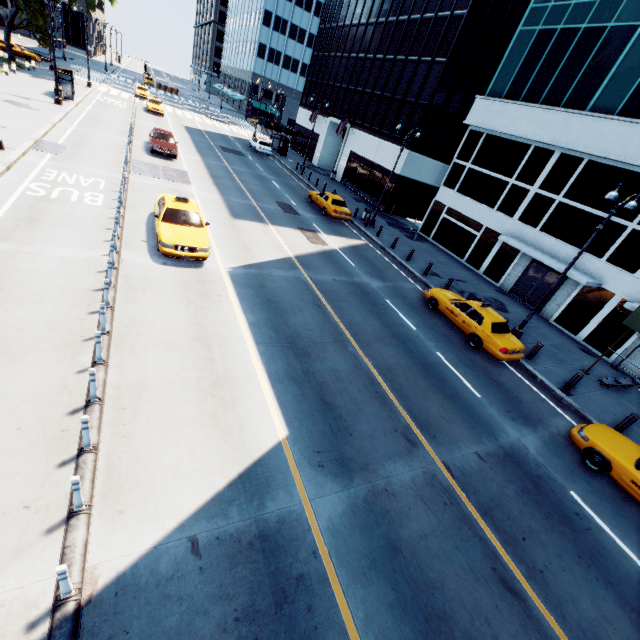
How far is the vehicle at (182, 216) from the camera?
11.9 meters

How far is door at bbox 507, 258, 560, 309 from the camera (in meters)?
20.66

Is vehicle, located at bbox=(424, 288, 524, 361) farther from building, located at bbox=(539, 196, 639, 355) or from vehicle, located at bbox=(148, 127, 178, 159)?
vehicle, located at bbox=(148, 127, 178, 159)

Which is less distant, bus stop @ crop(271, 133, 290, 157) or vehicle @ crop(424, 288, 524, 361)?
vehicle @ crop(424, 288, 524, 361)

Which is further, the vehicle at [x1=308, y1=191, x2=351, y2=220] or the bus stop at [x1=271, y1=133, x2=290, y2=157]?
the bus stop at [x1=271, y1=133, x2=290, y2=157]

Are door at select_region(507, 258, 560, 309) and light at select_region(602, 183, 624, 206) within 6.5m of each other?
no

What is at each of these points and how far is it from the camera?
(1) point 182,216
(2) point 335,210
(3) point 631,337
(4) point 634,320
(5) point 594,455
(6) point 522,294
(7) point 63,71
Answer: (1) vehicle, 13.0m
(2) vehicle, 23.9m
(3) building, 17.1m
(4) scaffolding, 14.1m
(5) vehicle, 9.9m
(6) door, 22.1m
(7) bus stop, 29.8m

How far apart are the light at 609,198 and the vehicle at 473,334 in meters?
5.4
